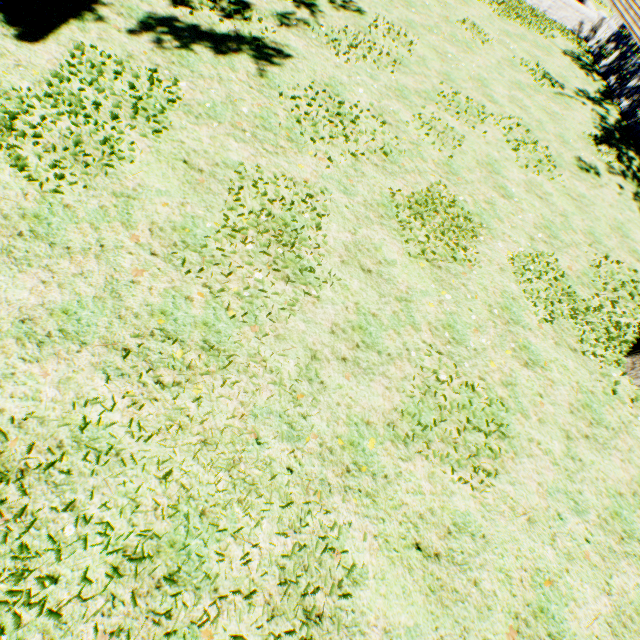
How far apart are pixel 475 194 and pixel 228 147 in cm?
499

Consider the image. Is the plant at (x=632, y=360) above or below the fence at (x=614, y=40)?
below

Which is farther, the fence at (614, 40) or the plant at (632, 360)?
the fence at (614, 40)

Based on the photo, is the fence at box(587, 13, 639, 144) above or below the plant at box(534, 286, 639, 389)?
above

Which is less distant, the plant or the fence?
the plant
